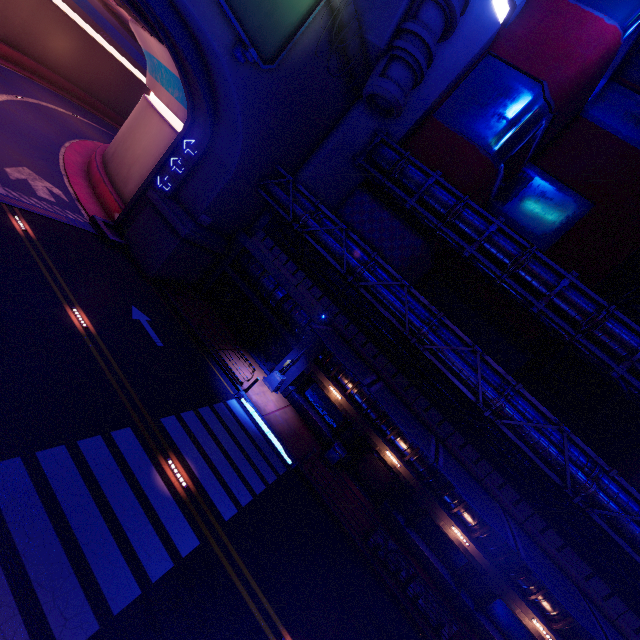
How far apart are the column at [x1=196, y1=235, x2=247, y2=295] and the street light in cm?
791

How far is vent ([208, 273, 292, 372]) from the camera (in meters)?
22.17

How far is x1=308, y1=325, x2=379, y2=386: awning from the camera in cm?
1550

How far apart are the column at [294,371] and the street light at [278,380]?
0.0m

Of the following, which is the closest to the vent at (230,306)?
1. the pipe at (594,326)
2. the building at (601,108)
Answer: the building at (601,108)

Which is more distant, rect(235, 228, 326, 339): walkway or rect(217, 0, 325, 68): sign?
rect(235, 228, 326, 339): walkway

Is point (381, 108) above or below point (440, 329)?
above

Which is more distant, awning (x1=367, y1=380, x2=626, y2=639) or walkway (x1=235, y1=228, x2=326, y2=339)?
walkway (x1=235, y1=228, x2=326, y2=339)
